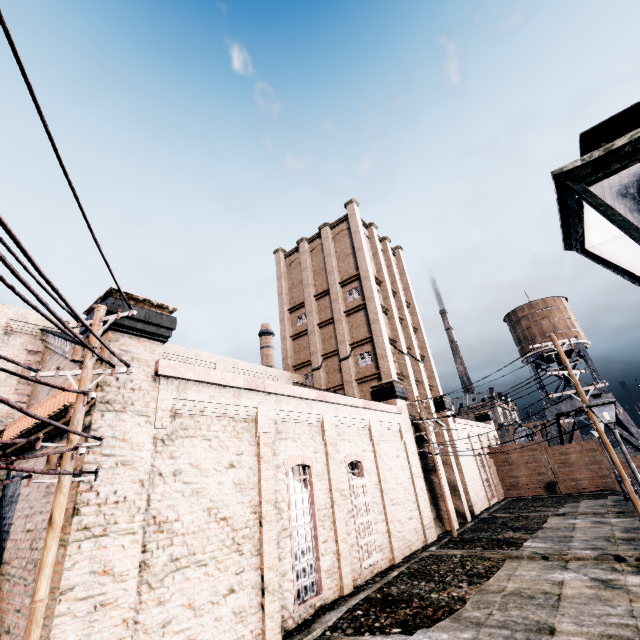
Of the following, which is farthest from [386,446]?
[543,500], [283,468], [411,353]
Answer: [543,500]

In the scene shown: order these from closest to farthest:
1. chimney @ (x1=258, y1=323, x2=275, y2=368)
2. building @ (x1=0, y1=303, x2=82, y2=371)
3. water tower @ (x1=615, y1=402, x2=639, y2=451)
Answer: building @ (x1=0, y1=303, x2=82, y2=371) < water tower @ (x1=615, y1=402, x2=639, y2=451) < chimney @ (x1=258, y1=323, x2=275, y2=368)

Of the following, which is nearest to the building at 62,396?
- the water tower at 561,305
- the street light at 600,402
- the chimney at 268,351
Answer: the water tower at 561,305

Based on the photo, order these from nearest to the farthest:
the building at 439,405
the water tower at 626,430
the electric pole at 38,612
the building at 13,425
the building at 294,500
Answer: the electric pole at 38,612
the building at 294,500
the building at 13,425
the building at 439,405
the water tower at 626,430

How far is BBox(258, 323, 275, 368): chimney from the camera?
52.44m

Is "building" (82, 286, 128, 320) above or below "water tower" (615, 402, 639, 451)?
above

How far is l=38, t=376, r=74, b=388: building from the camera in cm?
959

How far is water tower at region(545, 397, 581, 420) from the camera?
37.8 meters
